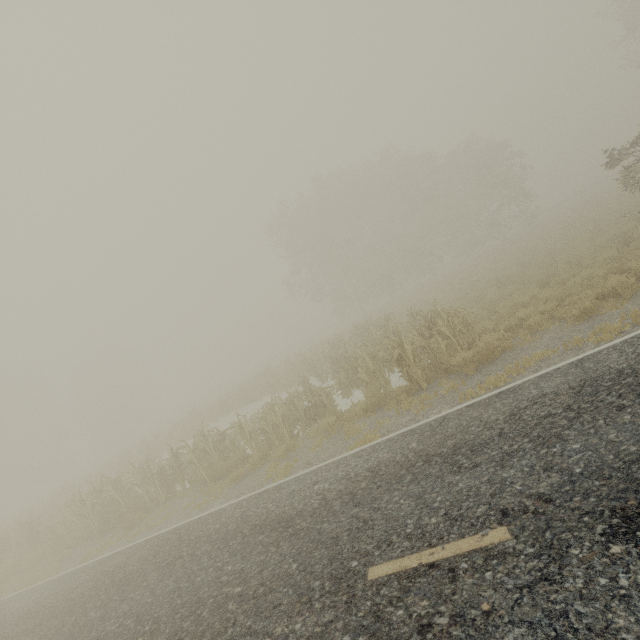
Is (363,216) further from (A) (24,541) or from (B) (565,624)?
(B) (565,624)

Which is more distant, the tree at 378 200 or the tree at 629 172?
the tree at 629 172

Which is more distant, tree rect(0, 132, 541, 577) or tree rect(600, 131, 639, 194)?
tree rect(600, 131, 639, 194)
